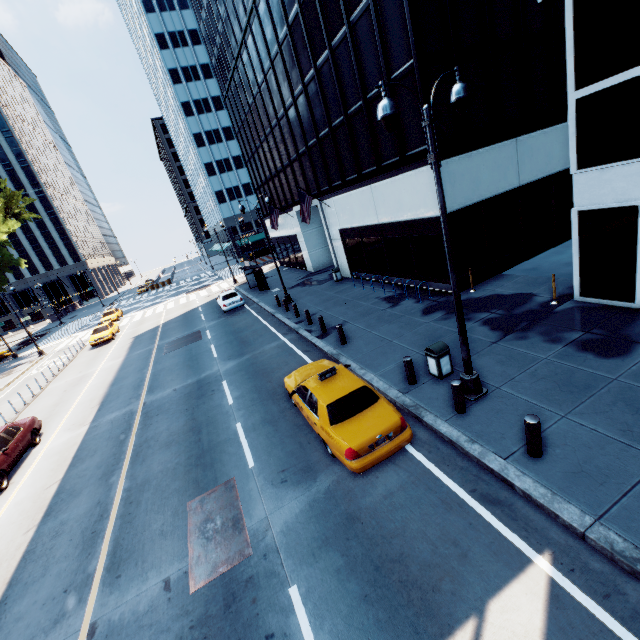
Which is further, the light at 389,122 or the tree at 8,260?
the tree at 8,260

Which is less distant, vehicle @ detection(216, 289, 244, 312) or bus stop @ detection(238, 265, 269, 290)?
vehicle @ detection(216, 289, 244, 312)

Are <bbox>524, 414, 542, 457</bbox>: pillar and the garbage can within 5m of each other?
yes

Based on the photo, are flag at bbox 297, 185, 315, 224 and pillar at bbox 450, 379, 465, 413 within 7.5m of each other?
no

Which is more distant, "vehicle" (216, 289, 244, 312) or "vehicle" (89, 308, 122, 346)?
"vehicle" (89, 308, 122, 346)

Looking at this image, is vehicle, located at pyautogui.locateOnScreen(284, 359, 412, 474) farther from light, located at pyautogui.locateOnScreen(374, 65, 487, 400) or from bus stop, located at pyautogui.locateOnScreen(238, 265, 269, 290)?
bus stop, located at pyautogui.locateOnScreen(238, 265, 269, 290)

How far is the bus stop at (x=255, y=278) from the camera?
29.0 meters

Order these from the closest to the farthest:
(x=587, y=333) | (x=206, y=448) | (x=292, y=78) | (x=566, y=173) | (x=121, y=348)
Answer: (x=587, y=333) < (x=206, y=448) < (x=566, y=173) < (x=292, y=78) < (x=121, y=348)
